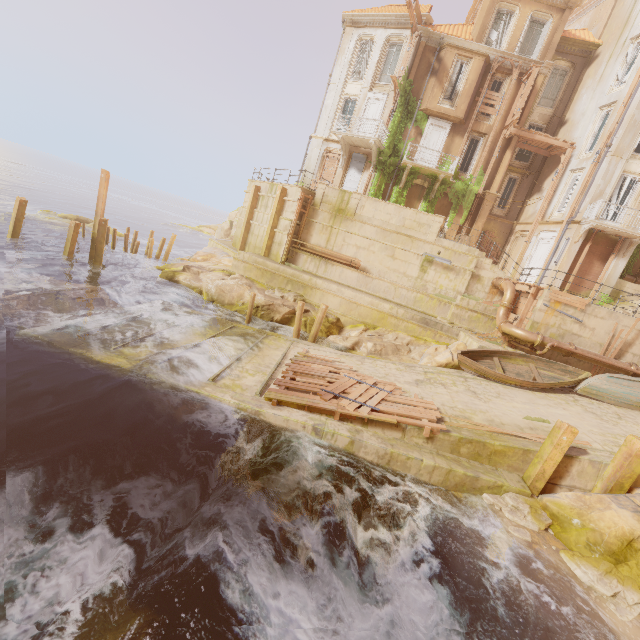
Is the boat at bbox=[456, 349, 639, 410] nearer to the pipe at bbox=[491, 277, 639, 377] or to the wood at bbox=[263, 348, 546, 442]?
the pipe at bbox=[491, 277, 639, 377]

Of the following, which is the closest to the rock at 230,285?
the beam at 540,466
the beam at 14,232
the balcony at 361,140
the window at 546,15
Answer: the beam at 14,232

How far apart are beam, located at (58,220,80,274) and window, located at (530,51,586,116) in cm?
3026

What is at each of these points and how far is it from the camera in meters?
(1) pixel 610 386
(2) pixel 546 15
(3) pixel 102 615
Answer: (1) boat, 13.0
(2) window, 20.9
(3) rock, 4.3

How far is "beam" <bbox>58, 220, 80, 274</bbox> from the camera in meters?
17.0

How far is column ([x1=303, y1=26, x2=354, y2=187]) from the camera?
24.0 meters

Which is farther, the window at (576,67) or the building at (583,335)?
the window at (576,67)

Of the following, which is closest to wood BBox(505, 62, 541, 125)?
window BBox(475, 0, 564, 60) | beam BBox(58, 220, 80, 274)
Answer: window BBox(475, 0, 564, 60)
